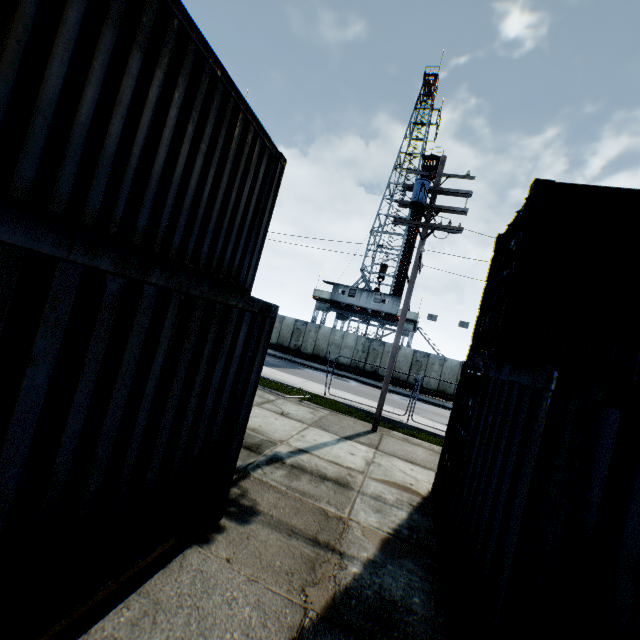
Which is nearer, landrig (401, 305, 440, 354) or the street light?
the street light

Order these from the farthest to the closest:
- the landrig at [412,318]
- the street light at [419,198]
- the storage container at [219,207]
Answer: the landrig at [412,318], the street light at [419,198], the storage container at [219,207]

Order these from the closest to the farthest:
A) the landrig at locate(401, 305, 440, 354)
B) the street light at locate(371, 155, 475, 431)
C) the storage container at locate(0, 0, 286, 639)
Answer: the storage container at locate(0, 0, 286, 639) < the street light at locate(371, 155, 475, 431) < the landrig at locate(401, 305, 440, 354)

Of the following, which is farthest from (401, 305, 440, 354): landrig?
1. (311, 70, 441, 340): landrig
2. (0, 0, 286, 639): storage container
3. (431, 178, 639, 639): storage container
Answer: (0, 0, 286, 639): storage container

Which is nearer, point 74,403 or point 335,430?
point 74,403

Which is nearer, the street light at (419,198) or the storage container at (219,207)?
the storage container at (219,207)

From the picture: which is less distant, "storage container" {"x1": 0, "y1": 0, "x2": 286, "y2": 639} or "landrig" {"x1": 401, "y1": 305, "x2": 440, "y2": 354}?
"storage container" {"x1": 0, "y1": 0, "x2": 286, "y2": 639}

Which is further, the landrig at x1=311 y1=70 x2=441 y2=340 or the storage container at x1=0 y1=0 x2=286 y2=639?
the landrig at x1=311 y1=70 x2=441 y2=340
